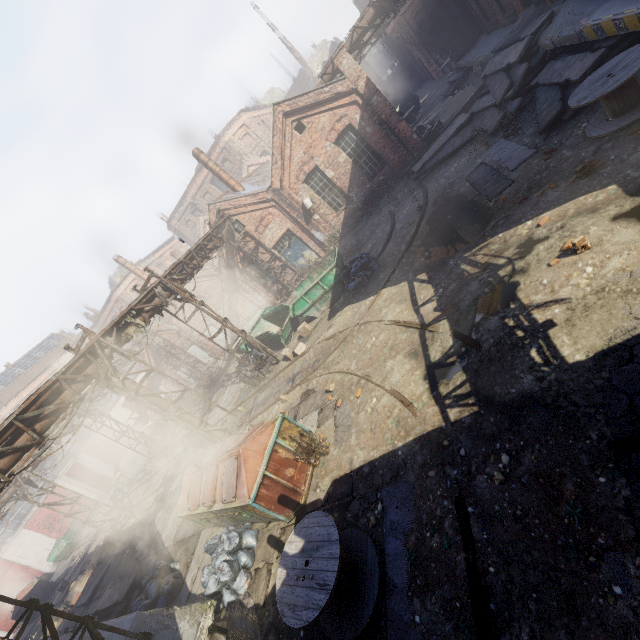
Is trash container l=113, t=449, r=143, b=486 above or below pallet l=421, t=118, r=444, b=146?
above

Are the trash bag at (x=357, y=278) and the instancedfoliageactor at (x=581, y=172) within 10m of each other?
yes

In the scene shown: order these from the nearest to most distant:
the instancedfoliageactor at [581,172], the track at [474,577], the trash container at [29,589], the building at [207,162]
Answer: the track at [474,577] < the instancedfoliageactor at [581,172] < the building at [207,162] < the trash container at [29,589]

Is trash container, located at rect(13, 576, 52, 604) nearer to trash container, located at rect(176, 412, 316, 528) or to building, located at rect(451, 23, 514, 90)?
trash container, located at rect(176, 412, 316, 528)

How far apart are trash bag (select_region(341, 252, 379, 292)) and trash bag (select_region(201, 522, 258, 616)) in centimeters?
856cm

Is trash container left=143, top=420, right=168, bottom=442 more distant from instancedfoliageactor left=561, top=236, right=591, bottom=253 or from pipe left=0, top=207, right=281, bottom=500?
instancedfoliageactor left=561, top=236, right=591, bottom=253

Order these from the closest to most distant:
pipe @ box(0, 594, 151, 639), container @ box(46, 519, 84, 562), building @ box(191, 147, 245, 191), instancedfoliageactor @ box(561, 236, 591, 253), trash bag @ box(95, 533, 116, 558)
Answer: instancedfoliageactor @ box(561, 236, 591, 253) → pipe @ box(0, 594, 151, 639) → trash bag @ box(95, 533, 116, 558) → building @ box(191, 147, 245, 191) → container @ box(46, 519, 84, 562)

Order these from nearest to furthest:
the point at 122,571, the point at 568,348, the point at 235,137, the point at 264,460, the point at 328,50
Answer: the point at 568,348 < the point at 264,460 < the point at 122,571 < the point at 235,137 < the point at 328,50
